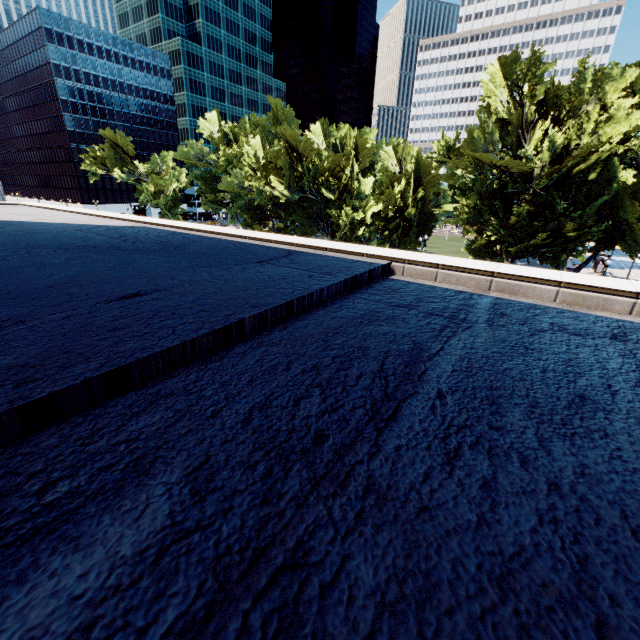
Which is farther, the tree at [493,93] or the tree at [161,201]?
the tree at [161,201]

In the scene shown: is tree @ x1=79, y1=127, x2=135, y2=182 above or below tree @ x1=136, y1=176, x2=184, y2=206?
above

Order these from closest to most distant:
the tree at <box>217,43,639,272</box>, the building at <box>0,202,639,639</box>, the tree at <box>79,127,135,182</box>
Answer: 1. the building at <box>0,202,639,639</box>
2. the tree at <box>217,43,639,272</box>
3. the tree at <box>79,127,135,182</box>

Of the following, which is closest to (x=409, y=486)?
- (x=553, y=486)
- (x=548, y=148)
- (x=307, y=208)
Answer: (x=553, y=486)

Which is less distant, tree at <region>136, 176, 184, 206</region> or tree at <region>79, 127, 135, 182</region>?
tree at <region>136, 176, 184, 206</region>

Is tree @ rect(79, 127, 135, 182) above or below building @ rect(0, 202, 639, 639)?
above

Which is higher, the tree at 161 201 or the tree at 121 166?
the tree at 121 166

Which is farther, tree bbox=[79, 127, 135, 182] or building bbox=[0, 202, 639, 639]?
tree bbox=[79, 127, 135, 182]
